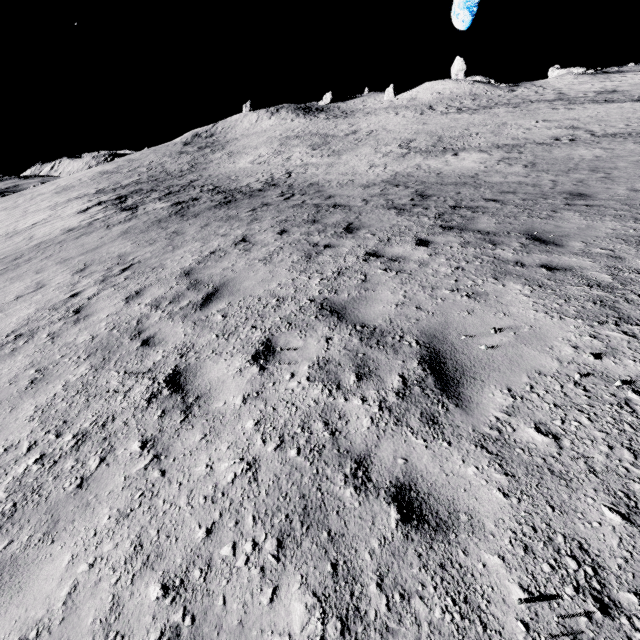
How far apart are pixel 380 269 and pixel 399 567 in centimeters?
432cm
